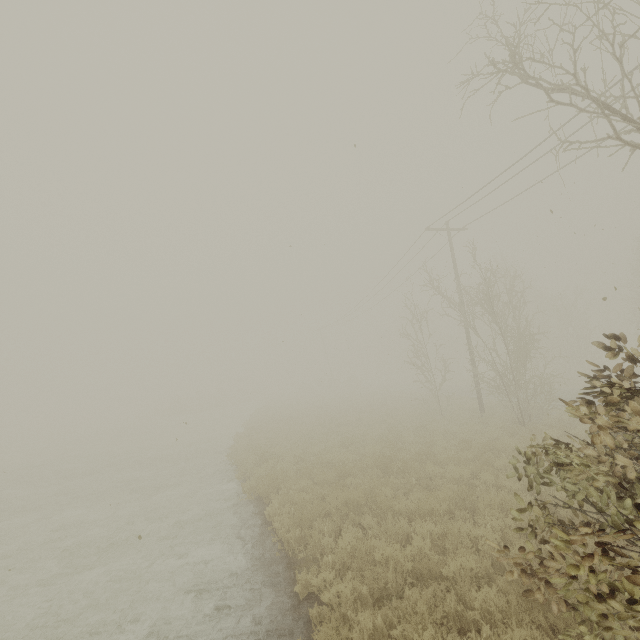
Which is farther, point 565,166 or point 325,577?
point 565,166
